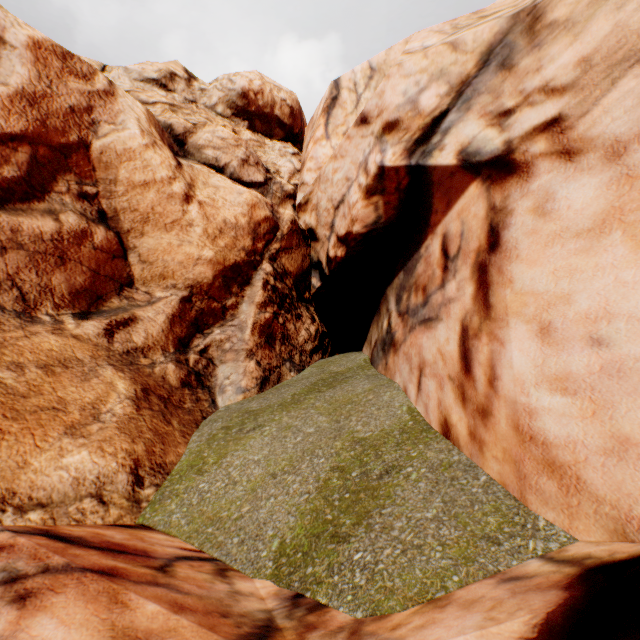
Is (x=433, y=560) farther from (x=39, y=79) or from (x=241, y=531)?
(x=39, y=79)
